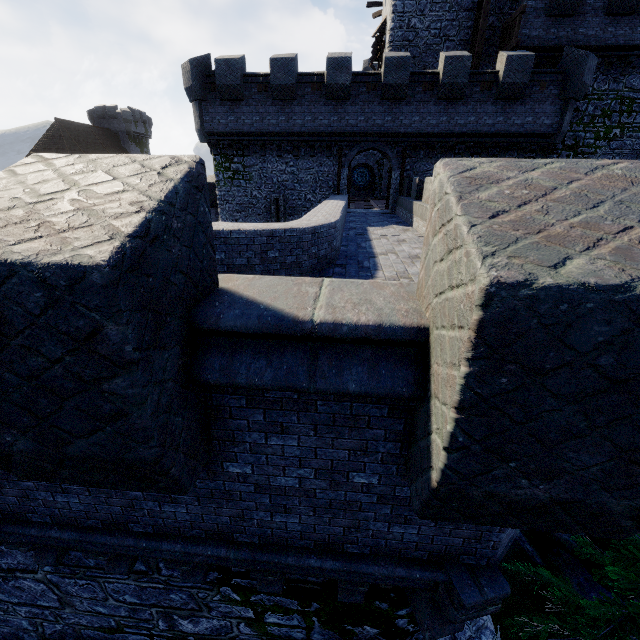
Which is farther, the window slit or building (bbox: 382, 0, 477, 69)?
the window slit

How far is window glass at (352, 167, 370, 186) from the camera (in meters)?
36.66

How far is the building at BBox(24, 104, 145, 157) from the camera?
45.8 meters

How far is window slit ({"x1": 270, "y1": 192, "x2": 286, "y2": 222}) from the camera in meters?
20.3

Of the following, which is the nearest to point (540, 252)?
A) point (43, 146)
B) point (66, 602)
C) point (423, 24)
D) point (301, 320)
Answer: point (301, 320)

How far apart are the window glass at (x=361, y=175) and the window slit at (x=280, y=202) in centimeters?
1961cm

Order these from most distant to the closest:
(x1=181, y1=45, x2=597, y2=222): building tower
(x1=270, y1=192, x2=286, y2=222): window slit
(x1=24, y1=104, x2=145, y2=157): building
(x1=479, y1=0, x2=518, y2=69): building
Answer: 1. (x1=24, y1=104, x2=145, y2=157): building
2. (x1=270, y1=192, x2=286, y2=222): window slit
3. (x1=479, y1=0, x2=518, y2=69): building
4. (x1=181, y1=45, x2=597, y2=222): building tower

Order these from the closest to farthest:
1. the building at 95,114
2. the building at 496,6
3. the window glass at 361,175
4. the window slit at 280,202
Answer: the building at 496,6, the window slit at 280,202, the window glass at 361,175, the building at 95,114
